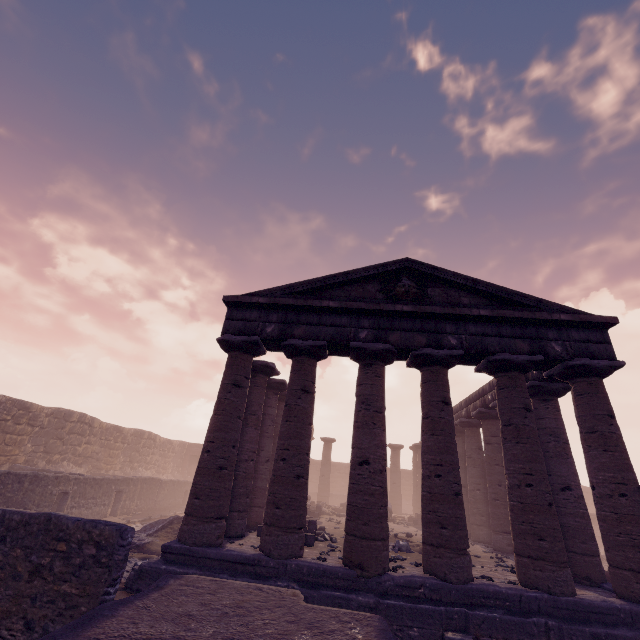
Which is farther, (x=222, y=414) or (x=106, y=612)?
(x=222, y=414)

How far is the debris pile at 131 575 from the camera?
7.5 meters

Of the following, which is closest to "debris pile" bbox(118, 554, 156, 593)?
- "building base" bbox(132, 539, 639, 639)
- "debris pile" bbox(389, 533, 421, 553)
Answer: "building base" bbox(132, 539, 639, 639)

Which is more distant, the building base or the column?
the column

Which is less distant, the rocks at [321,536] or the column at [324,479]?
the rocks at [321,536]

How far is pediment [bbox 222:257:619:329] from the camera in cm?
933

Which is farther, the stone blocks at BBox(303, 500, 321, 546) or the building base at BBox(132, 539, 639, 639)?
the stone blocks at BBox(303, 500, 321, 546)

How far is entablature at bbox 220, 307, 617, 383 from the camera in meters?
9.2
